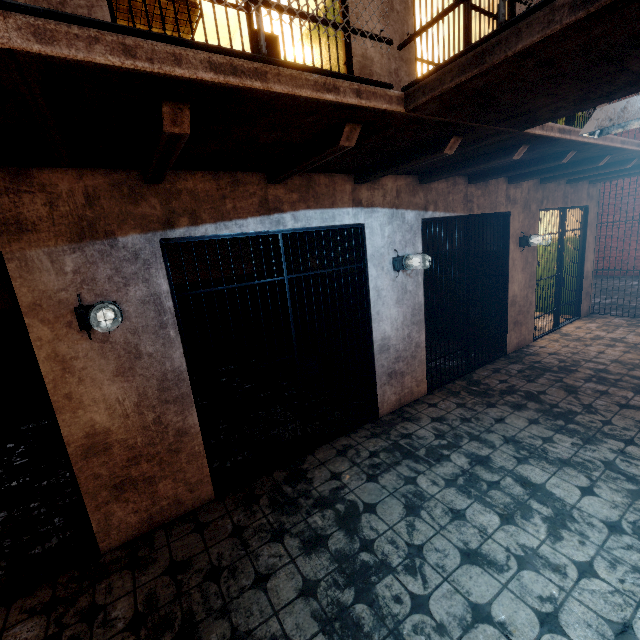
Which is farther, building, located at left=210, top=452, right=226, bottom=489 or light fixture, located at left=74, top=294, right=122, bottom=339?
building, located at left=210, top=452, right=226, bottom=489

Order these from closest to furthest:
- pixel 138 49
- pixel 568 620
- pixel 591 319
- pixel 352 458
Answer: pixel 138 49
pixel 568 620
pixel 352 458
pixel 591 319

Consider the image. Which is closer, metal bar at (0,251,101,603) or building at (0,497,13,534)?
metal bar at (0,251,101,603)

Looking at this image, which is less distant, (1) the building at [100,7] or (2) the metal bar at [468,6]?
(1) the building at [100,7]

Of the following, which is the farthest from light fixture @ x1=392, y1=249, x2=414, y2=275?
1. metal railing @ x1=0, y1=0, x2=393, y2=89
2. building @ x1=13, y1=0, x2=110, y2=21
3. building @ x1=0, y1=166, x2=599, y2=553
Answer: metal railing @ x1=0, y1=0, x2=393, y2=89

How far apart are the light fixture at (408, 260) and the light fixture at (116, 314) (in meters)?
2.82

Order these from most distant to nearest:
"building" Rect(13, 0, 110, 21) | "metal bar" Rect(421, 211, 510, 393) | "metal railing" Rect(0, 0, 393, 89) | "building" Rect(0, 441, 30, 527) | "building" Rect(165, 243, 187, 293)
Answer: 1. "building" Rect(165, 243, 187, 293)
2. "metal bar" Rect(421, 211, 510, 393)
3. "building" Rect(0, 441, 30, 527)
4. "building" Rect(13, 0, 110, 21)
5. "metal railing" Rect(0, 0, 393, 89)

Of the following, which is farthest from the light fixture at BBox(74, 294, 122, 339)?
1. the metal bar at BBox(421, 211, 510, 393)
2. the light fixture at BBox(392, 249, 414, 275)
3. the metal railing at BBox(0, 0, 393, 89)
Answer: the metal bar at BBox(421, 211, 510, 393)
